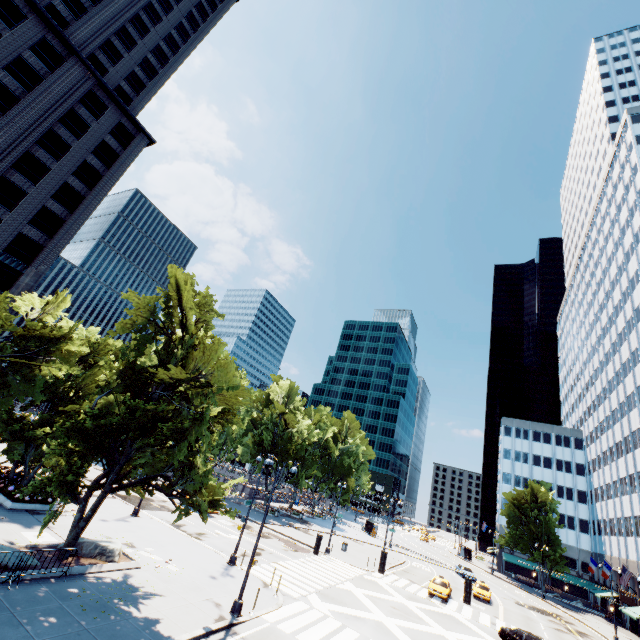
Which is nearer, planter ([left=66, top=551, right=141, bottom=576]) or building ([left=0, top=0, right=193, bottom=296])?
planter ([left=66, top=551, right=141, bottom=576])

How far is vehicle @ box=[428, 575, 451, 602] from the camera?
31.06m

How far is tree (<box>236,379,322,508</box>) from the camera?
50.8 meters

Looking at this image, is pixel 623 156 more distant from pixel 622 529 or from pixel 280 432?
pixel 280 432

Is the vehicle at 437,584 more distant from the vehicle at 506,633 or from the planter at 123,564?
the planter at 123,564

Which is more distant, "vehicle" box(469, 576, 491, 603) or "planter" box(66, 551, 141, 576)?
"vehicle" box(469, 576, 491, 603)

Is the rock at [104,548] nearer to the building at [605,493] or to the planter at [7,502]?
the planter at [7,502]
